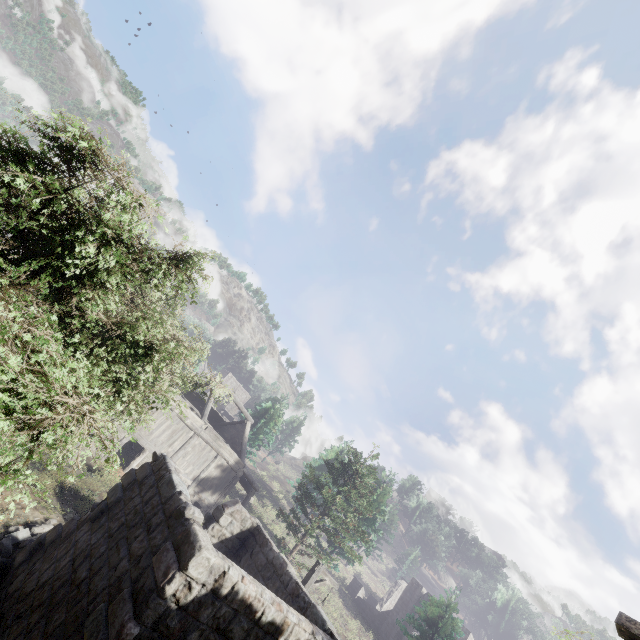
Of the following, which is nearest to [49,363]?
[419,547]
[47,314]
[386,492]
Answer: [47,314]

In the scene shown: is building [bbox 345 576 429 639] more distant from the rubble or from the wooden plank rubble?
the wooden plank rubble

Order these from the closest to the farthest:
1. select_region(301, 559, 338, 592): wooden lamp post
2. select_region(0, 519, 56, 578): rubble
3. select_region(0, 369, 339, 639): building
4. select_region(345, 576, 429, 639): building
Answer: select_region(0, 369, 339, 639): building, select_region(0, 519, 56, 578): rubble, select_region(301, 559, 338, 592): wooden lamp post, select_region(345, 576, 429, 639): building

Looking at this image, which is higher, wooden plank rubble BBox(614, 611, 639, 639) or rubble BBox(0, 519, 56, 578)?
wooden plank rubble BBox(614, 611, 639, 639)

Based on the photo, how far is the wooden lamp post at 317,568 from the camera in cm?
1236

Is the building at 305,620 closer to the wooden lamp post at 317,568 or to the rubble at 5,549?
the rubble at 5,549

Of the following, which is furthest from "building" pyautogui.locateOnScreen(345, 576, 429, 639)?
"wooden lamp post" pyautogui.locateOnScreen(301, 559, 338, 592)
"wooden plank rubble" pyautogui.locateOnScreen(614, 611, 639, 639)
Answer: "wooden plank rubble" pyautogui.locateOnScreen(614, 611, 639, 639)
